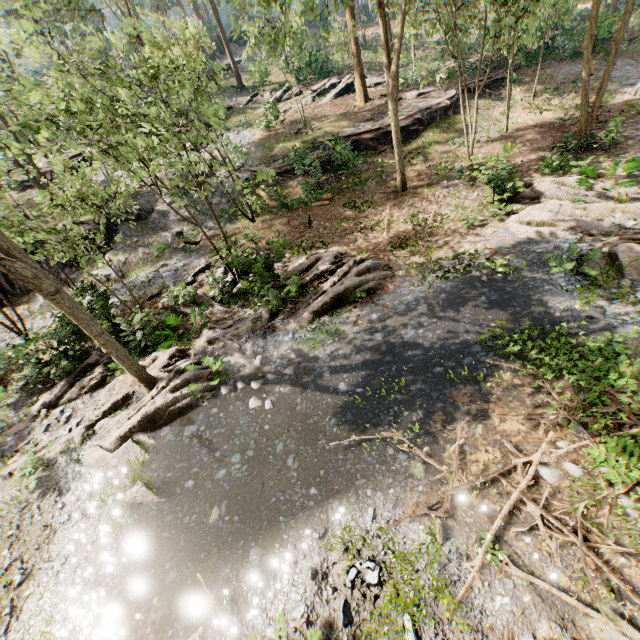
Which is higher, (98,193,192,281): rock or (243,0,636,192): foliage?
(243,0,636,192): foliage

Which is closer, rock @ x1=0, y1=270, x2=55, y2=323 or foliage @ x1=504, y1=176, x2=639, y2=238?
foliage @ x1=504, y1=176, x2=639, y2=238

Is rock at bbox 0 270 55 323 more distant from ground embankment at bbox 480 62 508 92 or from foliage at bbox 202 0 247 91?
ground embankment at bbox 480 62 508 92

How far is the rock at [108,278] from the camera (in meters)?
17.58

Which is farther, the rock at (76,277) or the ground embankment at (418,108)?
the ground embankment at (418,108)

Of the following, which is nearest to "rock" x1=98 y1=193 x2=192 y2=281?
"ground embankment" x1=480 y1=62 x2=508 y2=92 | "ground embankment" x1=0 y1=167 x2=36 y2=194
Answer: "ground embankment" x1=480 y1=62 x2=508 y2=92

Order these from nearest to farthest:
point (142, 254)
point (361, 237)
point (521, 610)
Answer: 1. point (521, 610)
2. point (361, 237)
3. point (142, 254)
